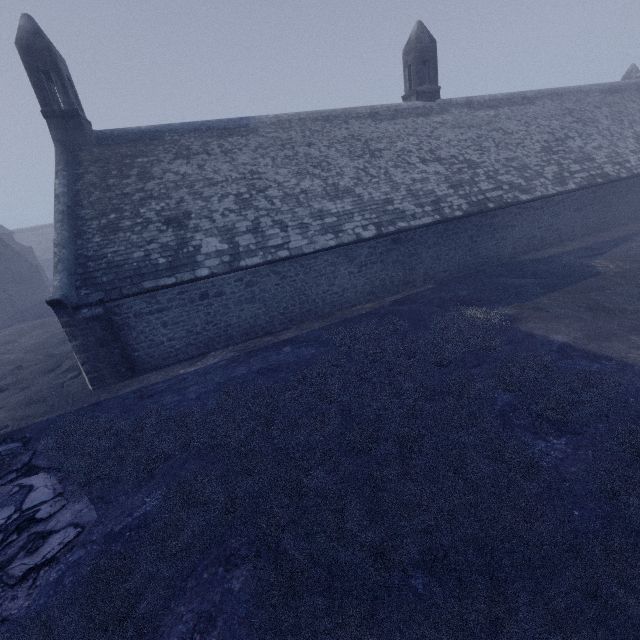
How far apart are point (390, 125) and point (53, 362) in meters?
20.7
